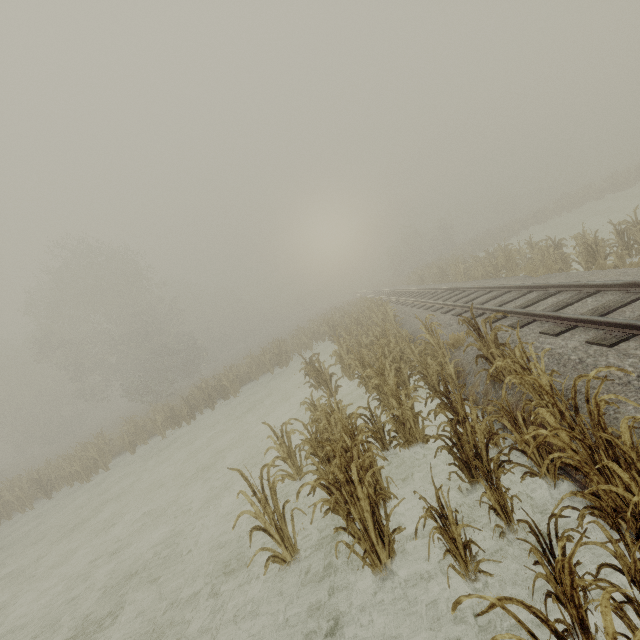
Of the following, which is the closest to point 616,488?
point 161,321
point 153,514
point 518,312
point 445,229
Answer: point 518,312
